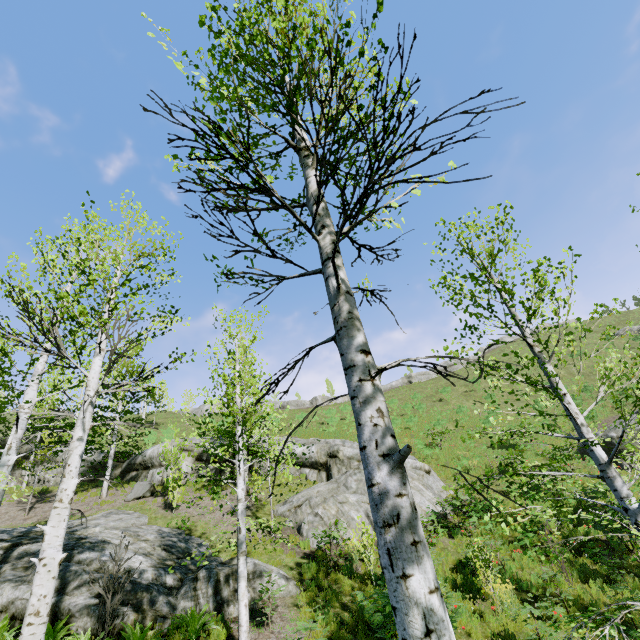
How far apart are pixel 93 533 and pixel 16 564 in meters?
3.5

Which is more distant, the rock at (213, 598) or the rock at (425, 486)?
the rock at (425, 486)

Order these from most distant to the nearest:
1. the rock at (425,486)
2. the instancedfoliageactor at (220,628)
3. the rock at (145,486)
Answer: the rock at (145,486) → the rock at (425,486) → the instancedfoliageactor at (220,628)

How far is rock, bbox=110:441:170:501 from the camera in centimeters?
1856cm

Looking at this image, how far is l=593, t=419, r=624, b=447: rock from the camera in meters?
17.8 m

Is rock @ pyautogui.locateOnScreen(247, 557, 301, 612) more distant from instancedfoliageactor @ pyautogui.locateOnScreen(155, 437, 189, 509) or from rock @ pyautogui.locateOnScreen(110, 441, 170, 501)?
rock @ pyautogui.locateOnScreen(110, 441, 170, 501)

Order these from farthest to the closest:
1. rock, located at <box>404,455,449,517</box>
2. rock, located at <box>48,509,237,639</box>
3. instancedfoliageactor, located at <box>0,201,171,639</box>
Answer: rock, located at <box>404,455,449,517</box> → rock, located at <box>48,509,237,639</box> → instancedfoliageactor, located at <box>0,201,171,639</box>
